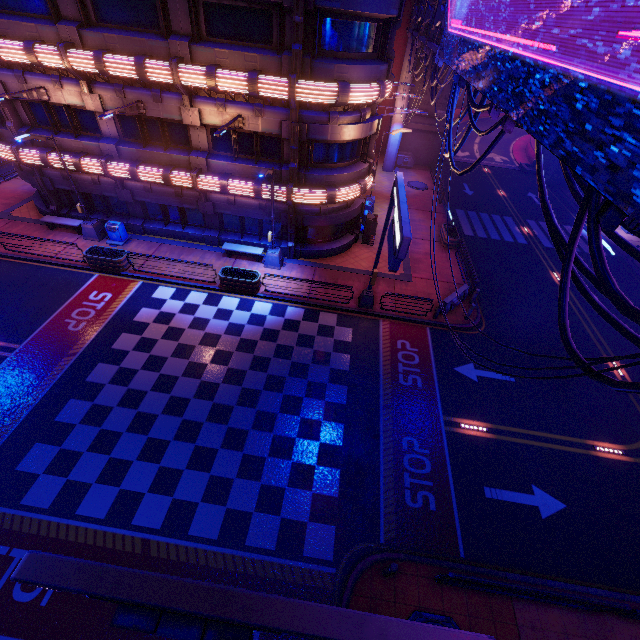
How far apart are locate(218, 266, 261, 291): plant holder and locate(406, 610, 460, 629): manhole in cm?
1457

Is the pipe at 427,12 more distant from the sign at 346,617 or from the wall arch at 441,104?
the sign at 346,617

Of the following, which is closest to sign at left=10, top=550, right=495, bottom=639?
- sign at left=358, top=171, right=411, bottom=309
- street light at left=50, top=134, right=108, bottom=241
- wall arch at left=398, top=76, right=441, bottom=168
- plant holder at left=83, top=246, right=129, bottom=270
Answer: sign at left=358, top=171, right=411, bottom=309

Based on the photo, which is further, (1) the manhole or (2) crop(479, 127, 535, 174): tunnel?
(2) crop(479, 127, 535, 174): tunnel

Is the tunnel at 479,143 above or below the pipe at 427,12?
below

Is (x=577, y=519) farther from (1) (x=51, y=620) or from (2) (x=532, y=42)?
(1) (x=51, y=620)

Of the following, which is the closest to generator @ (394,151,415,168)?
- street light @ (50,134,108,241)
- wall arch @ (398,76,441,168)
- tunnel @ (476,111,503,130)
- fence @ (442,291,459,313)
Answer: wall arch @ (398,76,441,168)

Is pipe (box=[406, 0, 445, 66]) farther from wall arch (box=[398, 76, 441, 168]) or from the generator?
the generator
